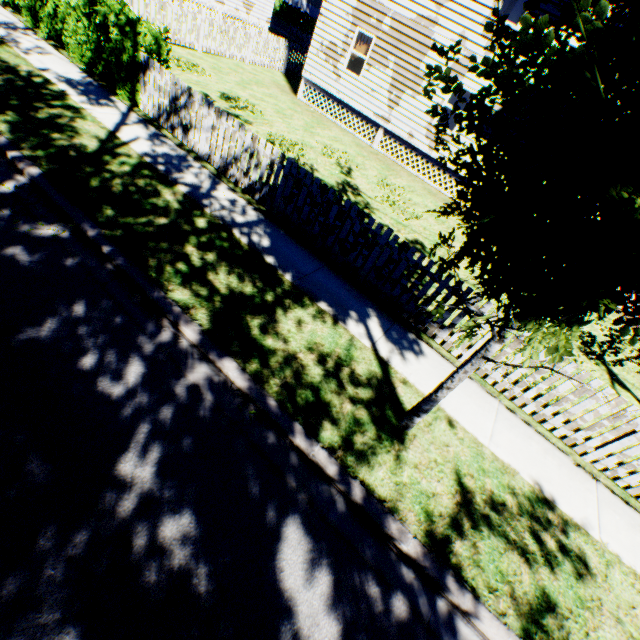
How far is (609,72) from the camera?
1.9m

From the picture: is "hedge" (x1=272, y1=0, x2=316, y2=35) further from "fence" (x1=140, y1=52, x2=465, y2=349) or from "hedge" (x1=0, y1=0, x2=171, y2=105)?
"hedge" (x1=0, y1=0, x2=171, y2=105)

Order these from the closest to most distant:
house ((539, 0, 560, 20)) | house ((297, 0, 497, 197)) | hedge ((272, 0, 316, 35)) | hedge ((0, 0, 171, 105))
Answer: hedge ((0, 0, 171, 105)) < house ((539, 0, 560, 20)) < house ((297, 0, 497, 197)) < hedge ((272, 0, 316, 35))

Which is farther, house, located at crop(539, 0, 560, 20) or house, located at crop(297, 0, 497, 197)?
house, located at crop(297, 0, 497, 197)

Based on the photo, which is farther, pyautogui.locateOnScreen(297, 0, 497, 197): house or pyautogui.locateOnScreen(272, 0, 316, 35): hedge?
pyautogui.locateOnScreen(272, 0, 316, 35): hedge

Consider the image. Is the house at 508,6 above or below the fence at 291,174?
above

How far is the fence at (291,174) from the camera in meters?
5.9

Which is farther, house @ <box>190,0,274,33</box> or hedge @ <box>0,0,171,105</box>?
house @ <box>190,0,274,33</box>
